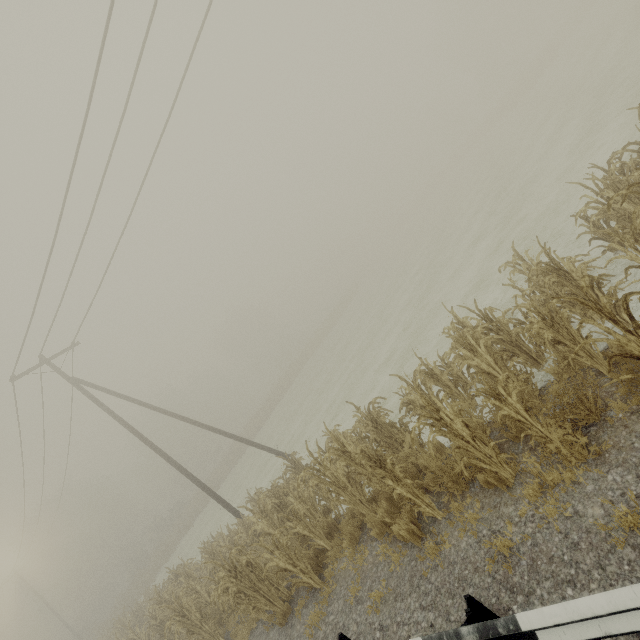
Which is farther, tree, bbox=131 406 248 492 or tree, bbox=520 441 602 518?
tree, bbox=131 406 248 492

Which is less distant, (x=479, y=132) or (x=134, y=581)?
(x=134, y=581)

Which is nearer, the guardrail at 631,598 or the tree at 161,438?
the guardrail at 631,598

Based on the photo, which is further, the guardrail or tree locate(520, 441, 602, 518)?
tree locate(520, 441, 602, 518)

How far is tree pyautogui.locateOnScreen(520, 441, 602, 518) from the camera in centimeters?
368cm

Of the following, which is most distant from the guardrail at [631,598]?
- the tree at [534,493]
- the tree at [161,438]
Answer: the tree at [161,438]

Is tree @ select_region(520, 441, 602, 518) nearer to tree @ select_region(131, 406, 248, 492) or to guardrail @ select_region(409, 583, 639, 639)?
guardrail @ select_region(409, 583, 639, 639)
